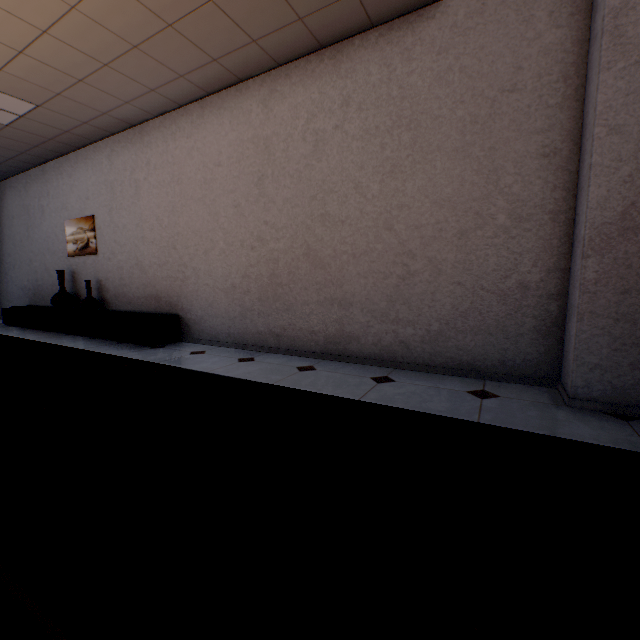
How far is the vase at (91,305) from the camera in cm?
514

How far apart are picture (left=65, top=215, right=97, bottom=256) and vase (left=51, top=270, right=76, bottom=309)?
0.3m

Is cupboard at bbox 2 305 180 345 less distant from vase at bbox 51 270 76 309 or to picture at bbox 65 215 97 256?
vase at bbox 51 270 76 309

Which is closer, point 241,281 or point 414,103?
point 414,103

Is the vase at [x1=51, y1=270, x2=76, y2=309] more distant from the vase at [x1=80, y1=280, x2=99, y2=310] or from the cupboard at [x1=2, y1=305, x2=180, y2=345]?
the vase at [x1=80, y1=280, x2=99, y2=310]

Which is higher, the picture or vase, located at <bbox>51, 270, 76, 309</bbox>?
the picture

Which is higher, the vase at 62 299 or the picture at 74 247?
the picture at 74 247
